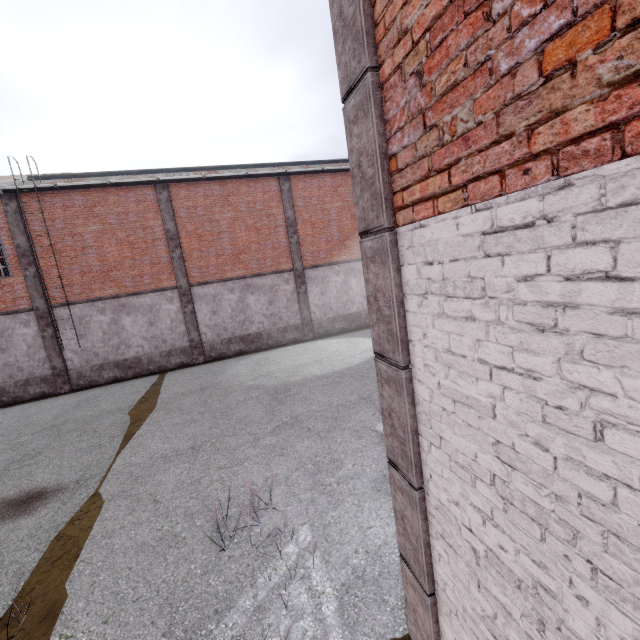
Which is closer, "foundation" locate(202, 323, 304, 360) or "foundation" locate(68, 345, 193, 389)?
"foundation" locate(68, 345, 193, 389)

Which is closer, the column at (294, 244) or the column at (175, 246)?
the column at (175, 246)

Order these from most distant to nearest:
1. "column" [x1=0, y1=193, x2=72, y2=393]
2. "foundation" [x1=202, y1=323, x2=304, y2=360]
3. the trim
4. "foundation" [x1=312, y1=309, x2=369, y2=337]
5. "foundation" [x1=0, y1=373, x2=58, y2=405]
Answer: "foundation" [x1=312, y1=309, x2=369, y2=337] < "foundation" [x1=202, y1=323, x2=304, y2=360] < "foundation" [x1=0, y1=373, x2=58, y2=405] < "column" [x1=0, y1=193, x2=72, y2=393] < the trim

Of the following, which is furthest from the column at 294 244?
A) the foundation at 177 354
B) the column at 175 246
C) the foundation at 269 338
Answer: the foundation at 177 354

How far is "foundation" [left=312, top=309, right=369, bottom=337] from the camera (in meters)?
18.45

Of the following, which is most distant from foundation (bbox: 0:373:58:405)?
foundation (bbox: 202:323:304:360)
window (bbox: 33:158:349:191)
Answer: window (bbox: 33:158:349:191)

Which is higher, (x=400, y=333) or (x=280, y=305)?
(x=400, y=333)

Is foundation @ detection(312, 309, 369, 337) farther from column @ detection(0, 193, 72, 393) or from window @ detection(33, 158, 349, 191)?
column @ detection(0, 193, 72, 393)
